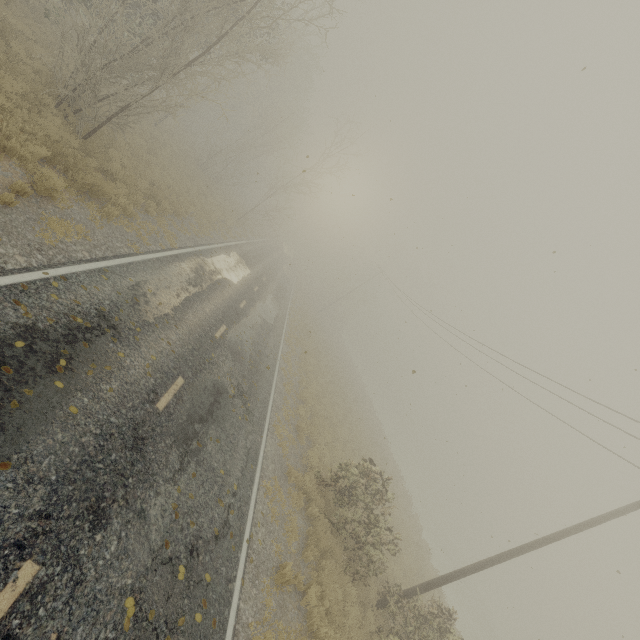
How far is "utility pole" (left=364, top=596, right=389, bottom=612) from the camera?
11.1 meters

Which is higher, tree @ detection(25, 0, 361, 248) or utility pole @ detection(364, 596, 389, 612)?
utility pole @ detection(364, 596, 389, 612)

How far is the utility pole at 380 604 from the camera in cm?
1106

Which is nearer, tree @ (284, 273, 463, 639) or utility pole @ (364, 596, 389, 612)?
tree @ (284, 273, 463, 639)

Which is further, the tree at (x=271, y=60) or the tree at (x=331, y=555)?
the tree at (x=271, y=60)

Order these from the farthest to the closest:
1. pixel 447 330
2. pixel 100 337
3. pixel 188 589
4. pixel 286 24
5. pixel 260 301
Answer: pixel 447 330, pixel 260 301, pixel 286 24, pixel 100 337, pixel 188 589

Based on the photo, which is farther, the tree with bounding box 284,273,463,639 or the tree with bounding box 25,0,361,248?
the tree with bounding box 25,0,361,248
